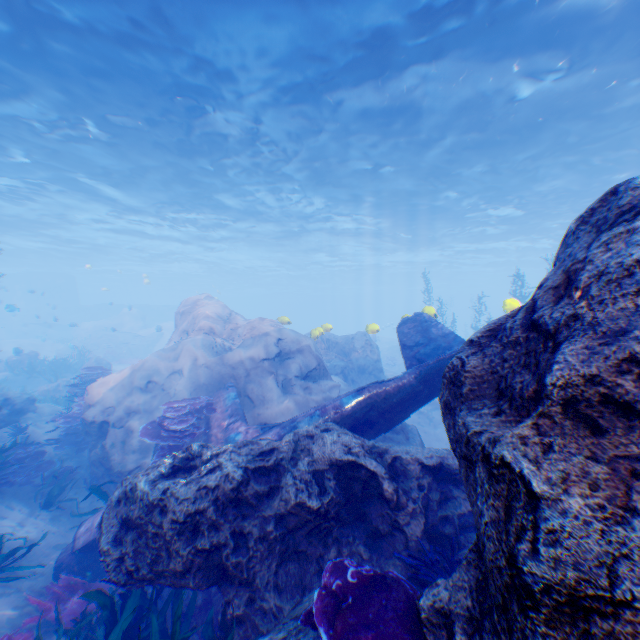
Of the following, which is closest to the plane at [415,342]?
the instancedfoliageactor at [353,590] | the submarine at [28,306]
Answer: the instancedfoliageactor at [353,590]

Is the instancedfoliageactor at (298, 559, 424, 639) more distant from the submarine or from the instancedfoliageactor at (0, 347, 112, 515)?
the submarine

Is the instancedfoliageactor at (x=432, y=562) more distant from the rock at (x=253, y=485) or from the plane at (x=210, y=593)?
the plane at (x=210, y=593)

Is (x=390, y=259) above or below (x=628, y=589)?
above

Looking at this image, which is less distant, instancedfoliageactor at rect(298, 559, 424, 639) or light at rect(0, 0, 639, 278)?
instancedfoliageactor at rect(298, 559, 424, 639)

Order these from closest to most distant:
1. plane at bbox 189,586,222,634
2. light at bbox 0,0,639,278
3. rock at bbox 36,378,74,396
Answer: plane at bbox 189,586,222,634 → light at bbox 0,0,639,278 → rock at bbox 36,378,74,396

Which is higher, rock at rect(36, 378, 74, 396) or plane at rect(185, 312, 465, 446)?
plane at rect(185, 312, 465, 446)

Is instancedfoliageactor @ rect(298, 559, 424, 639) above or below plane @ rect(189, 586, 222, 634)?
above
